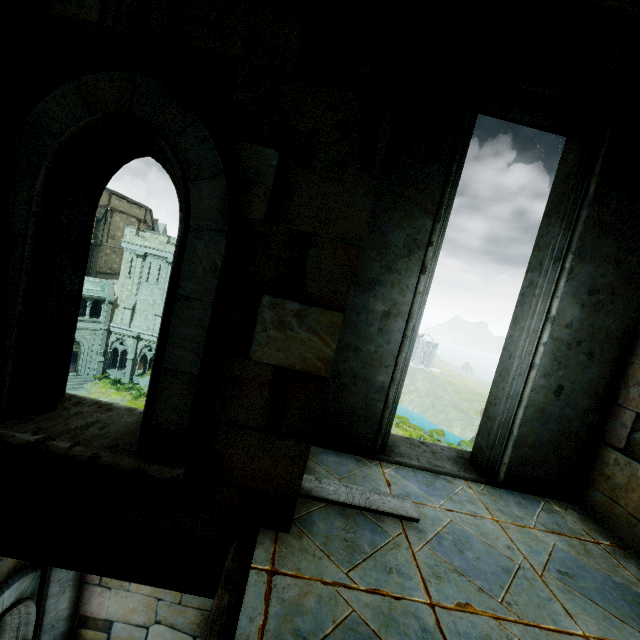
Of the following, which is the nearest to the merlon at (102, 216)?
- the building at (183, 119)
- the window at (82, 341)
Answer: the window at (82, 341)

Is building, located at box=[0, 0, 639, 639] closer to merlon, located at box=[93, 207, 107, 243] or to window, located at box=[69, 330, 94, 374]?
window, located at box=[69, 330, 94, 374]

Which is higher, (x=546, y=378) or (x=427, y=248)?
(x=427, y=248)

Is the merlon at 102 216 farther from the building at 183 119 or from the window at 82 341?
the building at 183 119

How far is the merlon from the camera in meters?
35.0

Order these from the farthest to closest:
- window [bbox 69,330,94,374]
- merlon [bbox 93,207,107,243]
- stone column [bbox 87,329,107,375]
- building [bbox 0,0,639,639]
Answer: merlon [bbox 93,207,107,243], stone column [bbox 87,329,107,375], window [bbox 69,330,94,374], building [bbox 0,0,639,639]

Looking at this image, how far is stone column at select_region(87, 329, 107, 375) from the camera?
34.0 meters

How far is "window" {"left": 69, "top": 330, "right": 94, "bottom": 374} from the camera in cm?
3303
